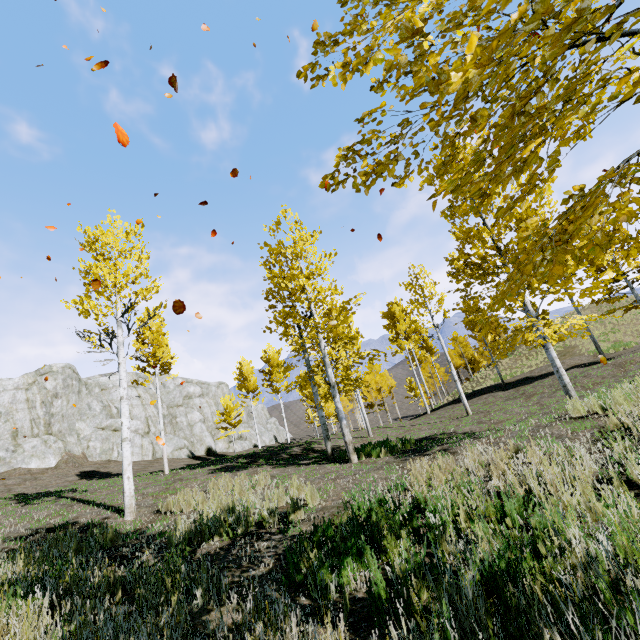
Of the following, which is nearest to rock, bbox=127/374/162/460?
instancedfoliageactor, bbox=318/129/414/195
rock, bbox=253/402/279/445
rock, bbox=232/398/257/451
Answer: rock, bbox=232/398/257/451

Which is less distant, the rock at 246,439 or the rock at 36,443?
the rock at 36,443

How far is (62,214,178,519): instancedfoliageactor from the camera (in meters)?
9.17

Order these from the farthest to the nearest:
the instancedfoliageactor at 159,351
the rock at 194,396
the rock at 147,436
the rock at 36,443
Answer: the rock at 194,396, the rock at 147,436, the rock at 36,443, the instancedfoliageactor at 159,351

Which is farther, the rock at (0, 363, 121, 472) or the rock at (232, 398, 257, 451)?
the rock at (232, 398, 257, 451)

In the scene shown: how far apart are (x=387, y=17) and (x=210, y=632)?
4.6 meters

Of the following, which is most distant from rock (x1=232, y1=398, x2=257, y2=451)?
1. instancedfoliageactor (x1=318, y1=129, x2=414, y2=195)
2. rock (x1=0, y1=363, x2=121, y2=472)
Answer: instancedfoliageactor (x1=318, y1=129, x2=414, y2=195)

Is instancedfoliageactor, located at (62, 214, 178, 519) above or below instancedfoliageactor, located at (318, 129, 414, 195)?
below
